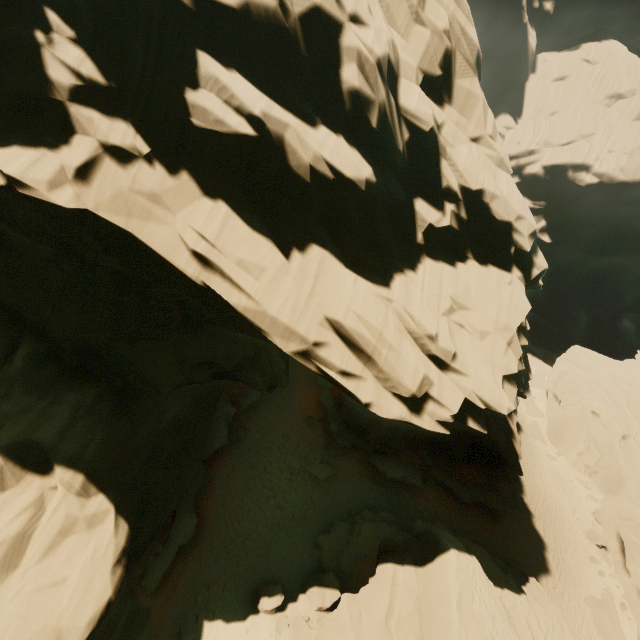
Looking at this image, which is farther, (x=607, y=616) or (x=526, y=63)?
(x=526, y=63)

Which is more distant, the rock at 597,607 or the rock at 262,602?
the rock at 597,607

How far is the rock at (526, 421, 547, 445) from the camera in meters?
35.7 m

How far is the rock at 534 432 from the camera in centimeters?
3572cm

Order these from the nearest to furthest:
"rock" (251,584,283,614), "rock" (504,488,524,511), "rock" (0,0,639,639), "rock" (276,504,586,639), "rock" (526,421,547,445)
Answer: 1. "rock" (0,0,639,639)
2. "rock" (276,504,586,639)
3. "rock" (251,584,283,614)
4. "rock" (504,488,524,511)
5. "rock" (526,421,547,445)

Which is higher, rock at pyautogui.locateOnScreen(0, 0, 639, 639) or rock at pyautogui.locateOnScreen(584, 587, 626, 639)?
rock at pyautogui.locateOnScreen(0, 0, 639, 639)
